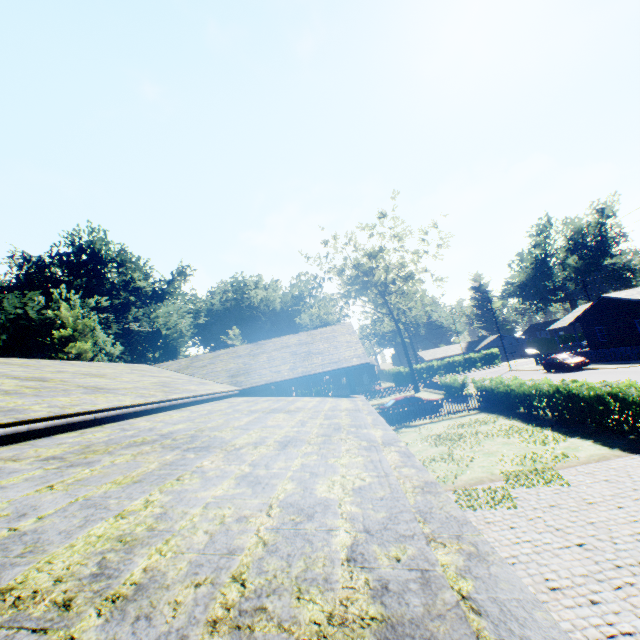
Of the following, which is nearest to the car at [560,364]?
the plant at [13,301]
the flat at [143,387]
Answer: the flat at [143,387]

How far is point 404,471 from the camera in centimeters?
232cm

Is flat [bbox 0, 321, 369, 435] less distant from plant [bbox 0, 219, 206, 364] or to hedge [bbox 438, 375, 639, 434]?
plant [bbox 0, 219, 206, 364]

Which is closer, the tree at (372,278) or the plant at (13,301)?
the plant at (13,301)

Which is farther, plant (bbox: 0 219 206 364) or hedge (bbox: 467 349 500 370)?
hedge (bbox: 467 349 500 370)

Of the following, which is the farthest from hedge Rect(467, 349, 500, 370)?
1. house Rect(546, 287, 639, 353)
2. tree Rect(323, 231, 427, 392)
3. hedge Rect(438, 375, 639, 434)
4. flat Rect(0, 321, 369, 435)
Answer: flat Rect(0, 321, 369, 435)

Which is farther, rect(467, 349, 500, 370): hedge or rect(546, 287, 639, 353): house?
rect(467, 349, 500, 370): hedge

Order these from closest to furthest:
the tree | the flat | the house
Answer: the flat < the house < the tree
